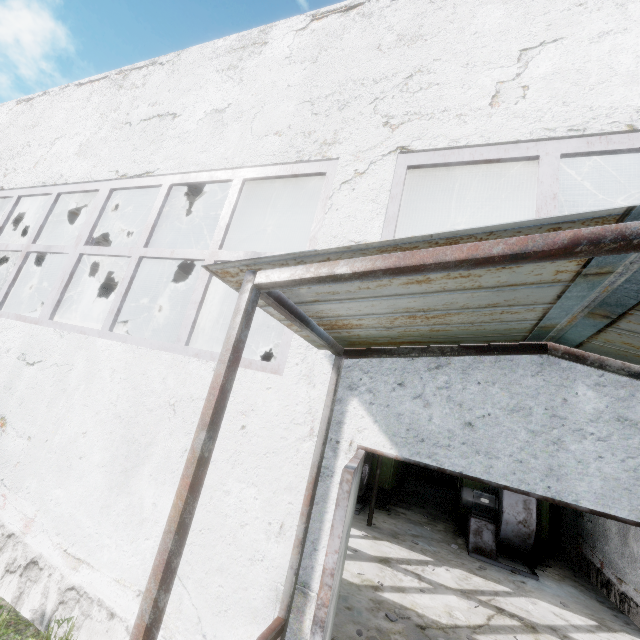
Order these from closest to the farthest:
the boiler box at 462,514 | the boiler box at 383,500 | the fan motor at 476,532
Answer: the fan motor at 476,532, the boiler box at 462,514, the boiler box at 383,500

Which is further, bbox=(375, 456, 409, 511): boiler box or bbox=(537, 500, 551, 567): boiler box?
bbox=(375, 456, 409, 511): boiler box

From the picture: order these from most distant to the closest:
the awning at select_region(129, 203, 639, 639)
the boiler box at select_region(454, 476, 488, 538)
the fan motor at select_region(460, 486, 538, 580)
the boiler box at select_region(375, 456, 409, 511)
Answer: the boiler box at select_region(375, 456, 409, 511) < the boiler box at select_region(454, 476, 488, 538) < the fan motor at select_region(460, 486, 538, 580) < the awning at select_region(129, 203, 639, 639)

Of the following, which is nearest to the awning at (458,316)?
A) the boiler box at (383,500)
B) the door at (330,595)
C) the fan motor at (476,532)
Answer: the door at (330,595)

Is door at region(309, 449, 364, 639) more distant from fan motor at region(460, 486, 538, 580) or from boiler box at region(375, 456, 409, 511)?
boiler box at region(375, 456, 409, 511)

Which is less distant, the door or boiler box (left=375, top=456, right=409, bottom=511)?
the door

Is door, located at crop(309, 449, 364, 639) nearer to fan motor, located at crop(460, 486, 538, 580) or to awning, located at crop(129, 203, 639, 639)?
awning, located at crop(129, 203, 639, 639)

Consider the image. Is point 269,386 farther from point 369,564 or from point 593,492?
point 369,564
